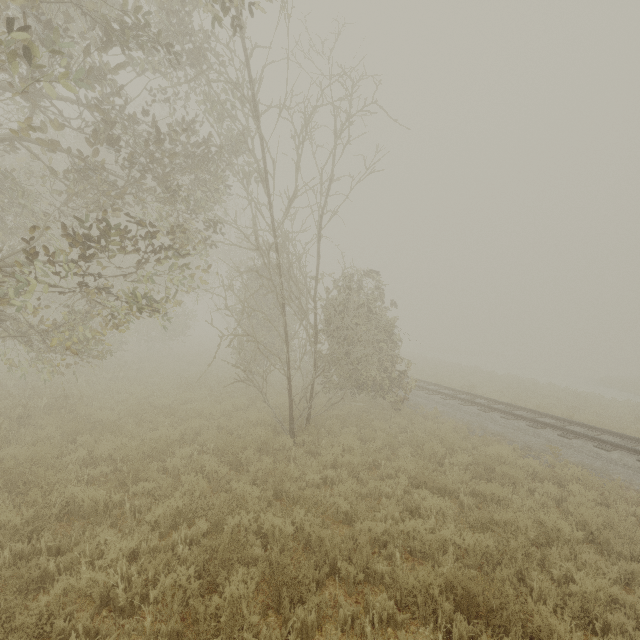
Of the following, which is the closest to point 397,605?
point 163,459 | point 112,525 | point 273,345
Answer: point 112,525
